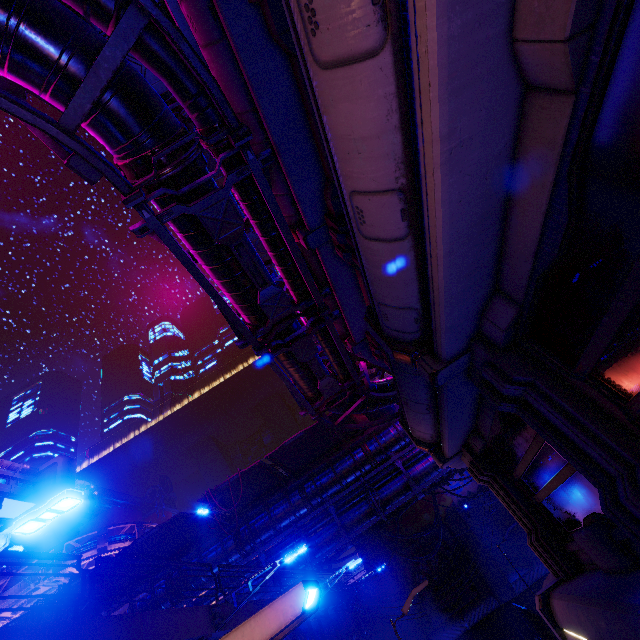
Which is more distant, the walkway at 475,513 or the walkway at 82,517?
the walkway at 82,517

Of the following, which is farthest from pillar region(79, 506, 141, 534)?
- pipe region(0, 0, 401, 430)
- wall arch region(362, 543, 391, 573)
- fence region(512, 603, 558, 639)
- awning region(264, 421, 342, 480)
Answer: fence region(512, 603, 558, 639)

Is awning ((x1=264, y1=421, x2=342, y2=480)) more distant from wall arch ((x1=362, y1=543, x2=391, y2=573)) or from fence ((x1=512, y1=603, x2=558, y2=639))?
wall arch ((x1=362, y1=543, x2=391, y2=573))

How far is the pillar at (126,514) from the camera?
33.7m

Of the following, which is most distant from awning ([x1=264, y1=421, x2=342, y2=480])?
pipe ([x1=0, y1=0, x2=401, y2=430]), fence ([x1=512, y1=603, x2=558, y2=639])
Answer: fence ([x1=512, y1=603, x2=558, y2=639])

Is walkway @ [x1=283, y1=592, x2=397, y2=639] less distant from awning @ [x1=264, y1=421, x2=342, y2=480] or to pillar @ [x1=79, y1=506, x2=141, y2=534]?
awning @ [x1=264, y1=421, x2=342, y2=480]

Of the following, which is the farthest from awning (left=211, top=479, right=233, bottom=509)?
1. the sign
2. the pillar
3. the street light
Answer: the sign

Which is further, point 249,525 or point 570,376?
point 249,525
